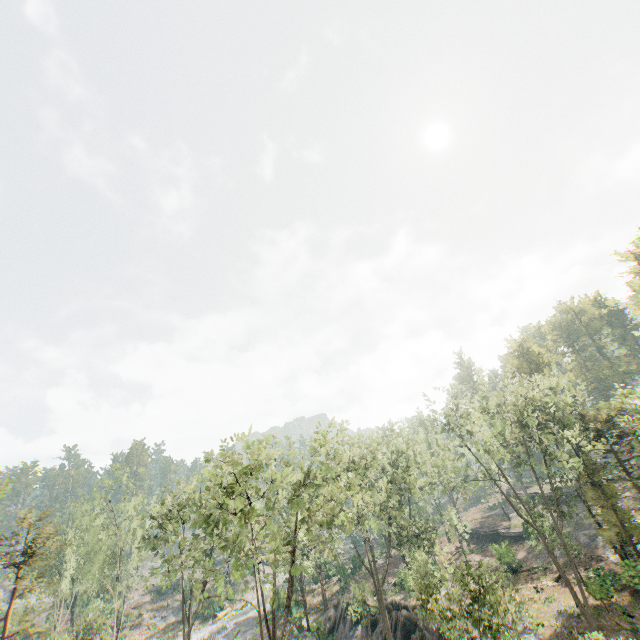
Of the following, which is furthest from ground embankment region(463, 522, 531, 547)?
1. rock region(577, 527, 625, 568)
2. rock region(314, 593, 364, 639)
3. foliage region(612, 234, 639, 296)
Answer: rock region(314, 593, 364, 639)

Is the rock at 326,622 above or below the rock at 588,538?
below

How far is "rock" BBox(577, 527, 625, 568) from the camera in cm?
3200

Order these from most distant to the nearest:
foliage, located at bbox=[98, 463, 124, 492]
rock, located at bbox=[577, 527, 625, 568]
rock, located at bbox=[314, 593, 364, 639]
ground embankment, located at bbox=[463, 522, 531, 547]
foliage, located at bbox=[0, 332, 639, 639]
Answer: ground embankment, located at bbox=[463, 522, 531, 547] → foliage, located at bbox=[98, 463, 124, 492] → rock, located at bbox=[314, 593, 364, 639] → rock, located at bbox=[577, 527, 625, 568] → foliage, located at bbox=[0, 332, 639, 639]

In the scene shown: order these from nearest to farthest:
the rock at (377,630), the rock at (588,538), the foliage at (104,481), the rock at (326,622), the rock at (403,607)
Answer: the rock at (403,607) < the rock at (377,630) < the rock at (588,538) < the rock at (326,622) < the foliage at (104,481)

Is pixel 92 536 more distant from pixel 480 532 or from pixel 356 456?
pixel 480 532

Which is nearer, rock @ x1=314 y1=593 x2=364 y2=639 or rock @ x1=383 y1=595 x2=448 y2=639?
rock @ x1=383 y1=595 x2=448 y2=639

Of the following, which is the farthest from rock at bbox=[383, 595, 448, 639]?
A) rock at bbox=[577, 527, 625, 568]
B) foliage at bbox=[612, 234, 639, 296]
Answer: rock at bbox=[577, 527, 625, 568]
